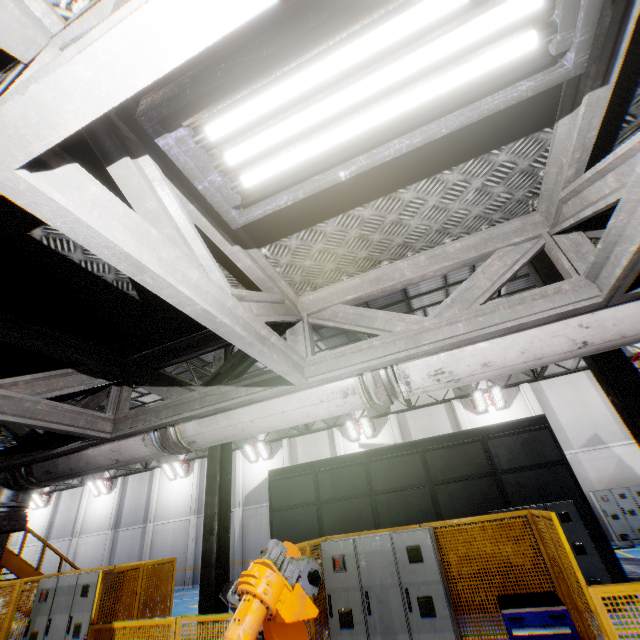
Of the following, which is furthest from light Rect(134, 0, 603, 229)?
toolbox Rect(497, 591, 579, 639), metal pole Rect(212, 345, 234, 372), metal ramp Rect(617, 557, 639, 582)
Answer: metal ramp Rect(617, 557, 639, 582)

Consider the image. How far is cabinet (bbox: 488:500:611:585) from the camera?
7.7 meters

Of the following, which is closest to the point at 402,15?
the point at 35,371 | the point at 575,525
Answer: the point at 35,371

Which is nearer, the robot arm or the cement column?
the robot arm

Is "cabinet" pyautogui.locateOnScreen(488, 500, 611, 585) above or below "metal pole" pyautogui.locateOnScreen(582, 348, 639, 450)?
below

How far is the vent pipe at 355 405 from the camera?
2.4m

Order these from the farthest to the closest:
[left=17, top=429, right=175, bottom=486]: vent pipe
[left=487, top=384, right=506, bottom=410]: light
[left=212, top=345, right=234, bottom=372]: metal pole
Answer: [left=487, top=384, right=506, bottom=410]: light, [left=212, top=345, right=234, bottom=372]: metal pole, [left=17, top=429, right=175, bottom=486]: vent pipe

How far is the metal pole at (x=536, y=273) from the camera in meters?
6.4
